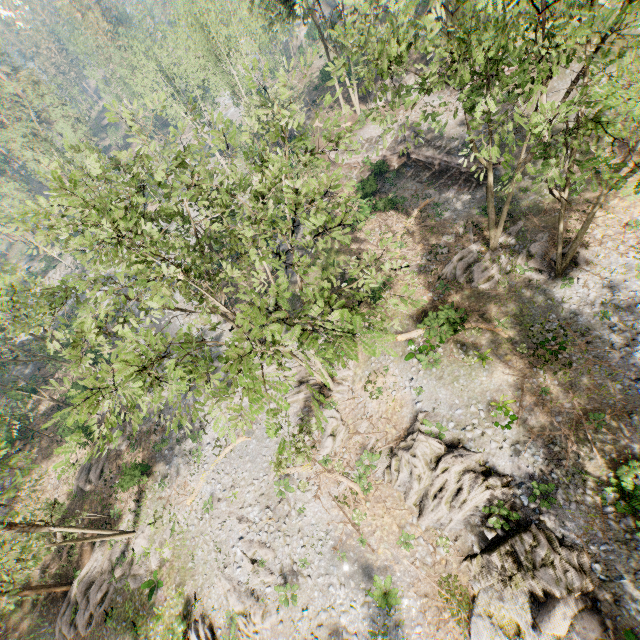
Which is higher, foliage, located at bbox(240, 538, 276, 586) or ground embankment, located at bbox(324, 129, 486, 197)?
ground embankment, located at bbox(324, 129, 486, 197)

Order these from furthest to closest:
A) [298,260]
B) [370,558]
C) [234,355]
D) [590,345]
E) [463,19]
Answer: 1. [370,558]
2. [590,345]
3. [463,19]
4. [298,260]
5. [234,355]

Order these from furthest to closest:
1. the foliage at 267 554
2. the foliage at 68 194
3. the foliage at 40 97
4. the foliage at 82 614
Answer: the foliage at 40 97 → the foliage at 267 554 → the foliage at 82 614 → the foliage at 68 194

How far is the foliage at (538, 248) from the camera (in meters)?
20.75

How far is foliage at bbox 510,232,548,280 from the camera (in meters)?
20.75

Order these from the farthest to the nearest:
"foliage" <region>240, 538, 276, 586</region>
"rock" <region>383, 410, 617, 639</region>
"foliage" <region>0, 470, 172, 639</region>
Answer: "foliage" <region>240, 538, 276, 586</region> < "foliage" <region>0, 470, 172, 639</region> < "rock" <region>383, 410, 617, 639</region>

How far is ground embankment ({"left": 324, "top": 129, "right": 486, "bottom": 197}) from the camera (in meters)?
27.39
